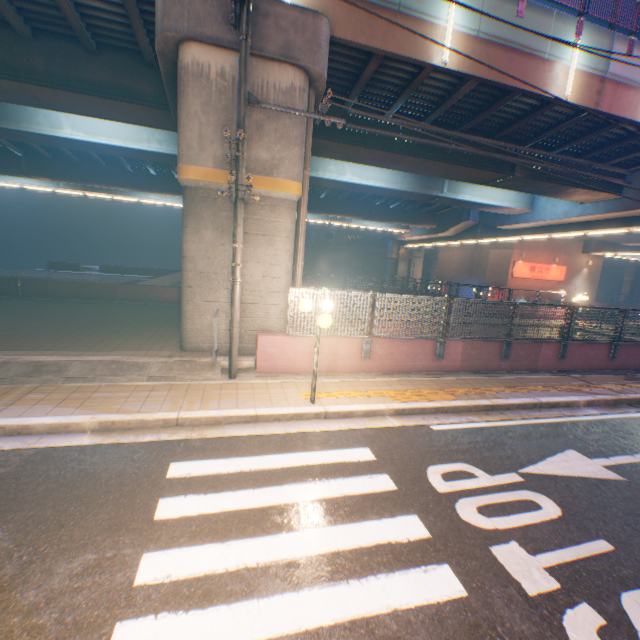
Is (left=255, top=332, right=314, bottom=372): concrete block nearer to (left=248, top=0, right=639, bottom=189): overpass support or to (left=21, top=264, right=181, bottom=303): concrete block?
(left=248, top=0, right=639, bottom=189): overpass support

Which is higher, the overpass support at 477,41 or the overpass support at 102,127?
the overpass support at 477,41

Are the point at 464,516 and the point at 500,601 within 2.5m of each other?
yes

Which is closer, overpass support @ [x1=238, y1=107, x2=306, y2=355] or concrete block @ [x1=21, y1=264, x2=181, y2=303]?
overpass support @ [x1=238, y1=107, x2=306, y2=355]

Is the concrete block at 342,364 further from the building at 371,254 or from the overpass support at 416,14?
the building at 371,254

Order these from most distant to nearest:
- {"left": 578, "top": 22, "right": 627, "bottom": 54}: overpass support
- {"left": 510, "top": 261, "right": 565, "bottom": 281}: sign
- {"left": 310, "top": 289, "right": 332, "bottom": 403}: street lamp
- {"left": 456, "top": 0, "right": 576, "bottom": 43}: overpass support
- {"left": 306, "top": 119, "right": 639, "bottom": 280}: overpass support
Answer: {"left": 510, "top": 261, "right": 565, "bottom": 281}: sign → {"left": 306, "top": 119, "right": 639, "bottom": 280}: overpass support → {"left": 578, "top": 22, "right": 627, "bottom": 54}: overpass support → {"left": 456, "top": 0, "right": 576, "bottom": 43}: overpass support → {"left": 310, "top": 289, "right": 332, "bottom": 403}: street lamp

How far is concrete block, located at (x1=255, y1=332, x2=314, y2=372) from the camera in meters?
8.1

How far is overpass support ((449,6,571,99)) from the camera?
10.09m
